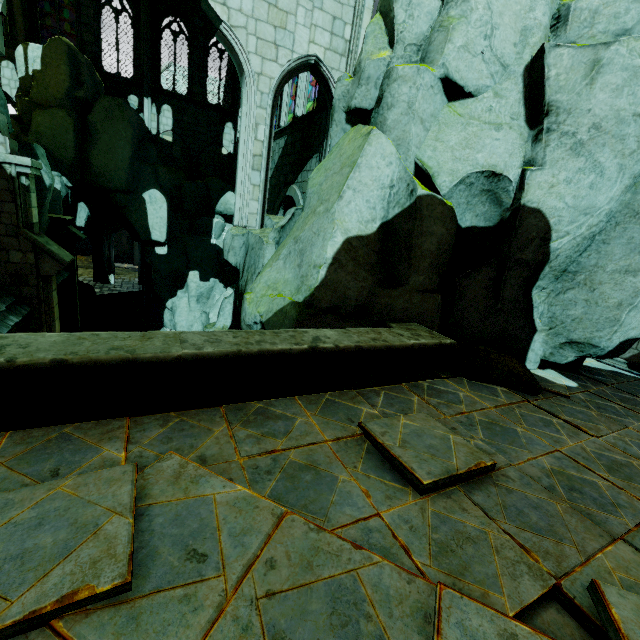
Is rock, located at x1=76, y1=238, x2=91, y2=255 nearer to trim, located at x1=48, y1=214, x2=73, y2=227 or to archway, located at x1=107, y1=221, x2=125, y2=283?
archway, located at x1=107, y1=221, x2=125, y2=283

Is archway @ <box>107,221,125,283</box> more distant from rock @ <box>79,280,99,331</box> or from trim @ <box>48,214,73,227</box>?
trim @ <box>48,214,73,227</box>

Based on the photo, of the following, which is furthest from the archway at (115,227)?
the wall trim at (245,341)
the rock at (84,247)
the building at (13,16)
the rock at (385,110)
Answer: the wall trim at (245,341)

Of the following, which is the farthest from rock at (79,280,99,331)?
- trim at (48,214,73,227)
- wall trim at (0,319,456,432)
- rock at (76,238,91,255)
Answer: rock at (76,238,91,255)

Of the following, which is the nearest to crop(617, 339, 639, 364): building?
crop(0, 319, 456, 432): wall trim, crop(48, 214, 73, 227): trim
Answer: crop(48, 214, 73, 227): trim

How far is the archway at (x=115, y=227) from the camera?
24.4m

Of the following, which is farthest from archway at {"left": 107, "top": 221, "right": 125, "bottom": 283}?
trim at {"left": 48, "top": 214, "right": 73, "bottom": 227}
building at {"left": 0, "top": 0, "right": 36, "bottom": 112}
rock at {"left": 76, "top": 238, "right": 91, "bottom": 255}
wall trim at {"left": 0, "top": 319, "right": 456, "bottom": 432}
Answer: wall trim at {"left": 0, "top": 319, "right": 456, "bottom": 432}

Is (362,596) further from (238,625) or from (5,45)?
(5,45)
